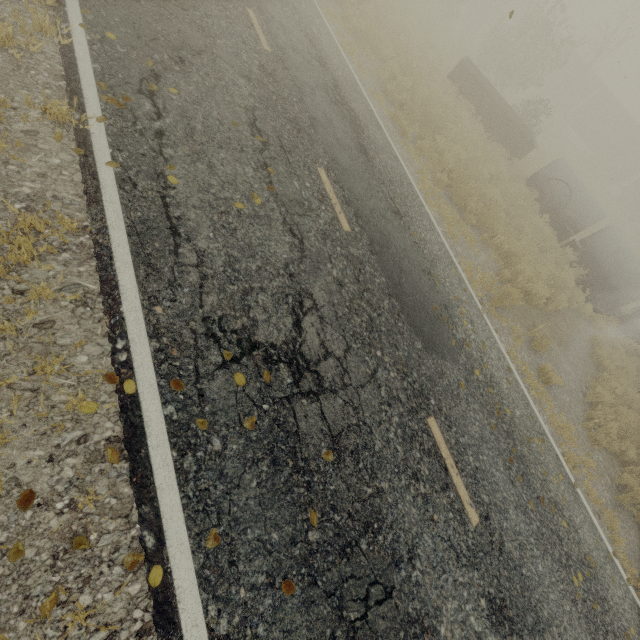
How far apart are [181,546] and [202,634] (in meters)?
0.66

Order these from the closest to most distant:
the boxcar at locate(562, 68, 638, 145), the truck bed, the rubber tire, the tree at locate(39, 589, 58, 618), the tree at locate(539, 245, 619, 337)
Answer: the tree at locate(39, 589, 58, 618), the tree at locate(539, 245, 619, 337), the rubber tire, the truck bed, the boxcar at locate(562, 68, 638, 145)

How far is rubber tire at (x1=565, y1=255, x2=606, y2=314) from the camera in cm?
A: 1384

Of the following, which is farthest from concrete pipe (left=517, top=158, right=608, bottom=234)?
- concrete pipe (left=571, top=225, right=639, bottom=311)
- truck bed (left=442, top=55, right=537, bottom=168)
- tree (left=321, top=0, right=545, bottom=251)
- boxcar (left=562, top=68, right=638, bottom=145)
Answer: boxcar (left=562, top=68, right=638, bottom=145)

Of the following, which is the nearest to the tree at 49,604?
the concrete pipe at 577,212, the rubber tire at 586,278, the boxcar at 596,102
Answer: the concrete pipe at 577,212

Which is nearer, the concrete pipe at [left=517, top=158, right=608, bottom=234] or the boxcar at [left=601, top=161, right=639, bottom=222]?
the concrete pipe at [left=517, top=158, right=608, bottom=234]

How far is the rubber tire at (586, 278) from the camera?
13.8 meters

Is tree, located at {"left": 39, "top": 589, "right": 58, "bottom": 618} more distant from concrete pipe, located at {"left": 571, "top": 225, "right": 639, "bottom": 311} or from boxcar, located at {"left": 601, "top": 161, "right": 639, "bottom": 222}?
boxcar, located at {"left": 601, "top": 161, "right": 639, "bottom": 222}
